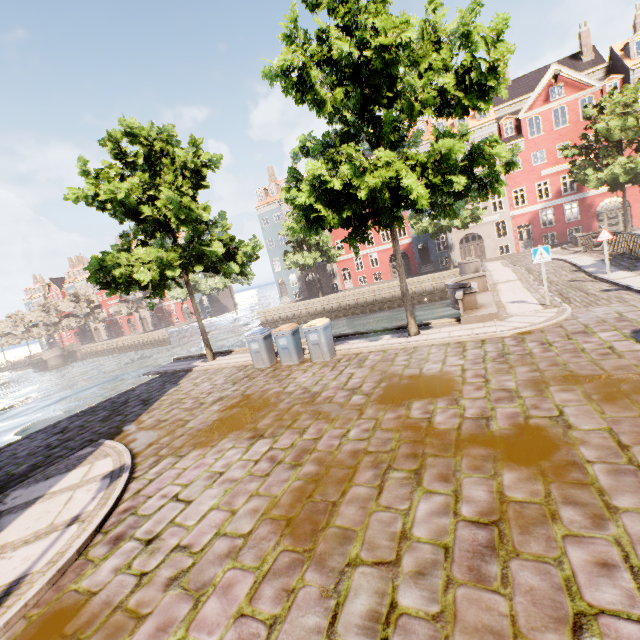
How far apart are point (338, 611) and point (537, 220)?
38.6 meters

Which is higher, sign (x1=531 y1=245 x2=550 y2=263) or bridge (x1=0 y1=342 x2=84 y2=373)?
sign (x1=531 y1=245 x2=550 y2=263)

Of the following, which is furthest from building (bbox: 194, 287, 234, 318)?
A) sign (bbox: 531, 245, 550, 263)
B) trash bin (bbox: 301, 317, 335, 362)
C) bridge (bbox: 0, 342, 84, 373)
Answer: bridge (bbox: 0, 342, 84, 373)

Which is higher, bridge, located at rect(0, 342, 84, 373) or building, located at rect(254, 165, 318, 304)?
building, located at rect(254, 165, 318, 304)

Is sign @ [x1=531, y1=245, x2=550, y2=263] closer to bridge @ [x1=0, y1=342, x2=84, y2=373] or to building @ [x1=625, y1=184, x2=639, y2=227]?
building @ [x1=625, y1=184, x2=639, y2=227]

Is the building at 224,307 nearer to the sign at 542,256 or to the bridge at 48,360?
the sign at 542,256

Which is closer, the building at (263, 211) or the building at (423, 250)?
the building at (423, 250)

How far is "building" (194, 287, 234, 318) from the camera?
54.06m
